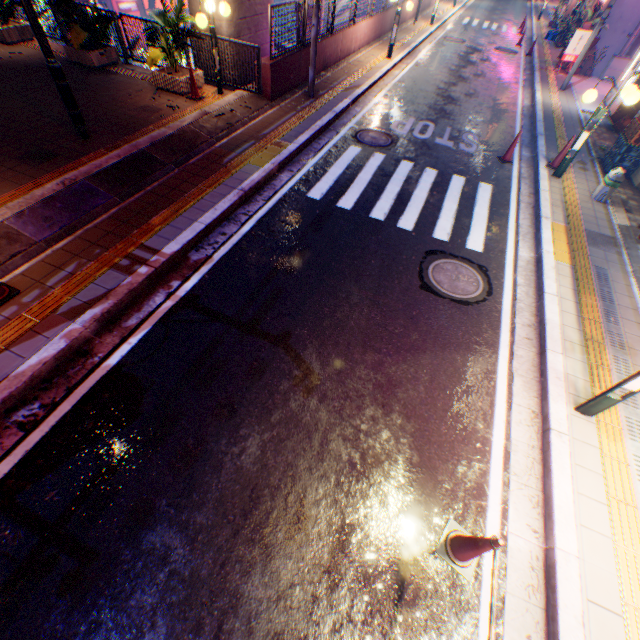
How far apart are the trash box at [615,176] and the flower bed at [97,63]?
14.7m

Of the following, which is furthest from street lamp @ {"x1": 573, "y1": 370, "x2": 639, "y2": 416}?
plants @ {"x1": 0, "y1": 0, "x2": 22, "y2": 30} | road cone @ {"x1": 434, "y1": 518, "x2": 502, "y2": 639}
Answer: plants @ {"x1": 0, "y1": 0, "x2": 22, "y2": 30}

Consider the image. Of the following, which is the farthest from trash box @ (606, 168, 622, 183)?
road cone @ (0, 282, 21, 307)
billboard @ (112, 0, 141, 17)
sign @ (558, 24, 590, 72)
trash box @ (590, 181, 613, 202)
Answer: billboard @ (112, 0, 141, 17)

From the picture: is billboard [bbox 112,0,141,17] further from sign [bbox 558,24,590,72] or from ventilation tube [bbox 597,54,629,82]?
ventilation tube [bbox 597,54,629,82]

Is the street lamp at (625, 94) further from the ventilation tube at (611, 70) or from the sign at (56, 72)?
the ventilation tube at (611, 70)

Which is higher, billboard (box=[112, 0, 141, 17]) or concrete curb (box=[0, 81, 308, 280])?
concrete curb (box=[0, 81, 308, 280])

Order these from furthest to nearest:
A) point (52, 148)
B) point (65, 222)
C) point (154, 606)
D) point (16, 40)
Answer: point (16, 40) → point (52, 148) → point (65, 222) → point (154, 606)

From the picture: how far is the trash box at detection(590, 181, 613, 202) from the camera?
7.93m
